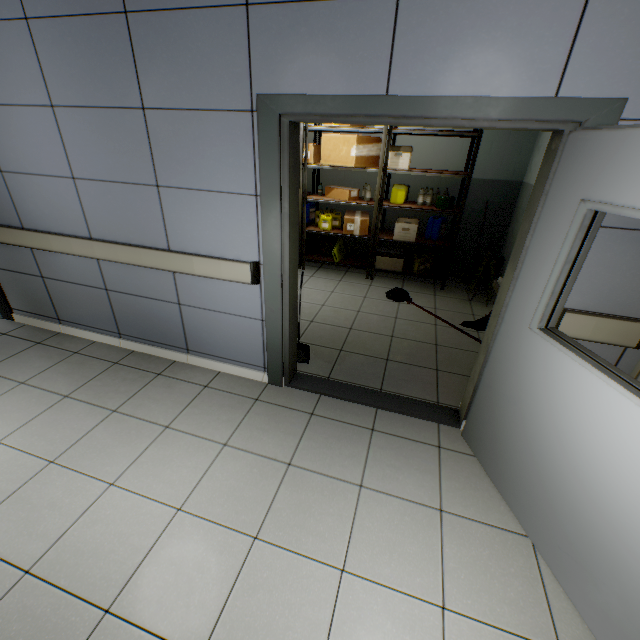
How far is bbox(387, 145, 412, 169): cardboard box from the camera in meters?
4.5

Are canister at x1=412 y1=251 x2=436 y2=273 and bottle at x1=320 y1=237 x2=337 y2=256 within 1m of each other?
no

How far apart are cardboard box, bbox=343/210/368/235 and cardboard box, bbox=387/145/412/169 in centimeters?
81cm

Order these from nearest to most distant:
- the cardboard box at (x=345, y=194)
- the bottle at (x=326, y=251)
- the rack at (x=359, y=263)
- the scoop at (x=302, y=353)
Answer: the scoop at (x=302, y=353)
the rack at (x=359, y=263)
the cardboard box at (x=345, y=194)
the bottle at (x=326, y=251)

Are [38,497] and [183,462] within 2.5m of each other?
yes

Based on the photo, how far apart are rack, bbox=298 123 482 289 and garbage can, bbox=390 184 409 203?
0.19m

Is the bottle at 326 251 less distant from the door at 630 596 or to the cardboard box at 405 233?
the cardboard box at 405 233

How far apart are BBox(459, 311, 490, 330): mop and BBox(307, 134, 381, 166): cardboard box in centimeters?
183cm
